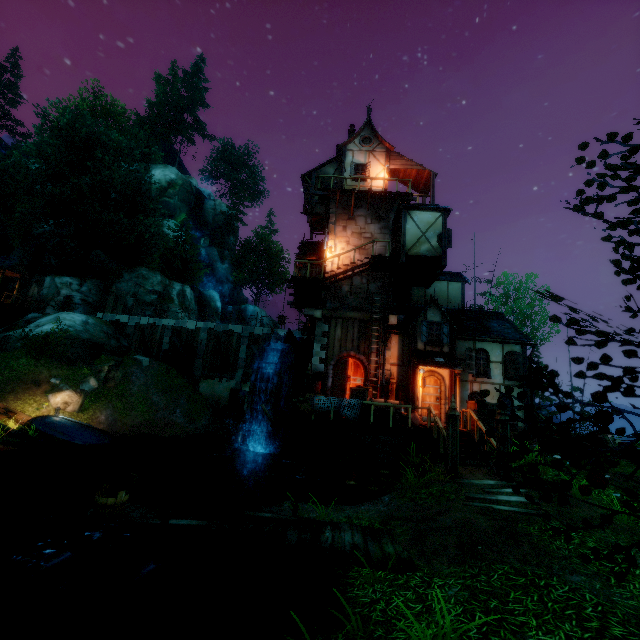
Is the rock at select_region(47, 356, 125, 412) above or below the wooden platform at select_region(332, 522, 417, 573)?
above

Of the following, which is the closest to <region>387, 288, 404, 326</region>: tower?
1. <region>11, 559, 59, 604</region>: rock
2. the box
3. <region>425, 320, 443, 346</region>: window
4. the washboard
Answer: <region>425, 320, 443, 346</region>: window

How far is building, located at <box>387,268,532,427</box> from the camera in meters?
16.1 m

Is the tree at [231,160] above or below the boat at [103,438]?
above

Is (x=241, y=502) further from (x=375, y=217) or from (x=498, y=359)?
(x=375, y=217)

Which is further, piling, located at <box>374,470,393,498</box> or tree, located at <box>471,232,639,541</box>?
piling, located at <box>374,470,393,498</box>

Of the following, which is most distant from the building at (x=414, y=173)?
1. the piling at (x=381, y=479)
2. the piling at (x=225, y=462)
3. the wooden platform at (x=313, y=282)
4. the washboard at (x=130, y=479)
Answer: the washboard at (x=130, y=479)

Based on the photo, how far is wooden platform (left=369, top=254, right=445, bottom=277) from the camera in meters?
16.8
